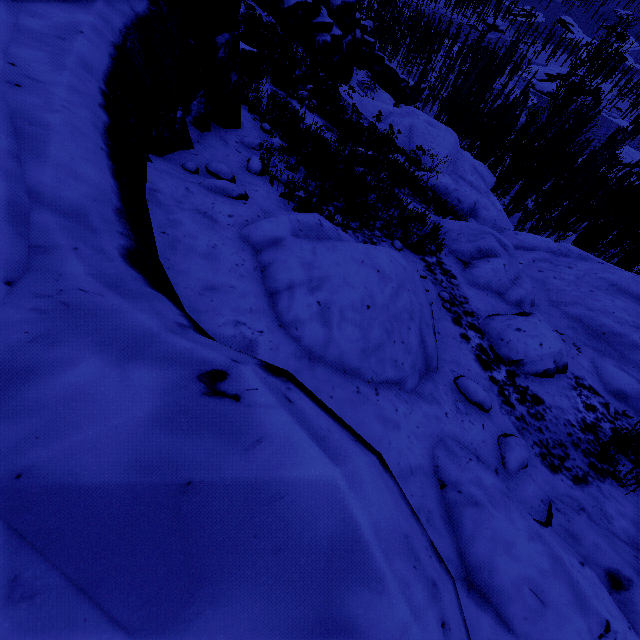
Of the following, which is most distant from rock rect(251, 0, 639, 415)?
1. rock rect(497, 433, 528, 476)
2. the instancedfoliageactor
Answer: rock rect(497, 433, 528, 476)

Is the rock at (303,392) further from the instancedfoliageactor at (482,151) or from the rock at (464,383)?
the rock at (464,383)

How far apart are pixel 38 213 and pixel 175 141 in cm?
386

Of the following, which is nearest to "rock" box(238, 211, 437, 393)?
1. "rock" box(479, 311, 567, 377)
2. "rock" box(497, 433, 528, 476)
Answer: "rock" box(497, 433, 528, 476)

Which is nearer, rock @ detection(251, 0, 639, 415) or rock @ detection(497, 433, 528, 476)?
rock @ detection(497, 433, 528, 476)

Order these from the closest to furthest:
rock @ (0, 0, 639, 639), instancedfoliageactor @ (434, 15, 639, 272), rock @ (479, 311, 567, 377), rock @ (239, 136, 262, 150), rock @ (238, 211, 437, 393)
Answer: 1. rock @ (0, 0, 639, 639)
2. rock @ (238, 211, 437, 393)
3. rock @ (479, 311, 567, 377)
4. rock @ (239, 136, 262, 150)
5. instancedfoliageactor @ (434, 15, 639, 272)

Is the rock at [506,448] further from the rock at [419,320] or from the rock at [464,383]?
the rock at [419,320]

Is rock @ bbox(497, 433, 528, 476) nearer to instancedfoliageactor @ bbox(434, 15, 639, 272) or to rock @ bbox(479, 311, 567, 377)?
rock @ bbox(479, 311, 567, 377)
